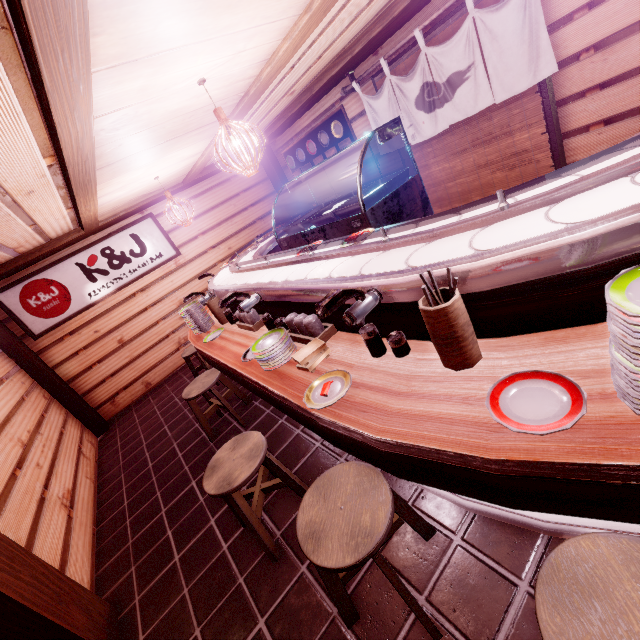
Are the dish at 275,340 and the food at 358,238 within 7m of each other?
yes

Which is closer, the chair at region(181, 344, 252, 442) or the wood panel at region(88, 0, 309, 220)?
the wood panel at region(88, 0, 309, 220)

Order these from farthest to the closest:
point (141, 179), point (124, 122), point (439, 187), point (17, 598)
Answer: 1. point (439, 187)
2. point (141, 179)
3. point (124, 122)
4. point (17, 598)

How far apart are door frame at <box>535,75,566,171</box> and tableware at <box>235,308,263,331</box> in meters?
6.4 m

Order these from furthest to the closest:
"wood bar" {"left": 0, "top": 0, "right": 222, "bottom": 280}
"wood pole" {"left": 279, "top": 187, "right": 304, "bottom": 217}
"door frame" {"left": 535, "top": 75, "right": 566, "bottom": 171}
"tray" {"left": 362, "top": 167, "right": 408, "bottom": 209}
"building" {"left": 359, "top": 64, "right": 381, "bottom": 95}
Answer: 1. "wood pole" {"left": 279, "top": 187, "right": 304, "bottom": 217}
2. "building" {"left": 359, "top": 64, "right": 381, "bottom": 95}
3. "door frame" {"left": 535, "top": 75, "right": 566, "bottom": 171}
4. "tray" {"left": 362, "top": 167, "right": 408, "bottom": 209}
5. "wood bar" {"left": 0, "top": 0, "right": 222, "bottom": 280}

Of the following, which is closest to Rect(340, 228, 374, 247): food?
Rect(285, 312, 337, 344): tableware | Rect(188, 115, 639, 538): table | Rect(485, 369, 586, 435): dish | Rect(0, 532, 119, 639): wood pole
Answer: Rect(188, 115, 639, 538): table

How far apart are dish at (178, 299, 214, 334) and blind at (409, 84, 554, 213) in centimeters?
645cm

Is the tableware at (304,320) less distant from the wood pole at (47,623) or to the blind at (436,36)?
the wood pole at (47,623)
